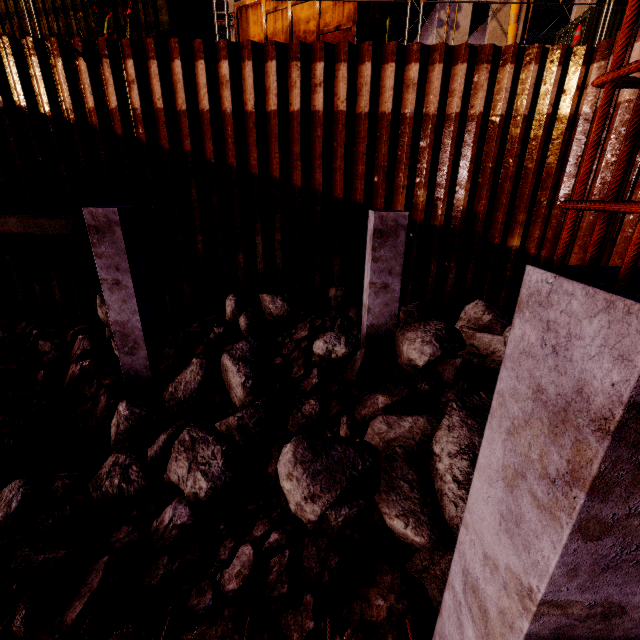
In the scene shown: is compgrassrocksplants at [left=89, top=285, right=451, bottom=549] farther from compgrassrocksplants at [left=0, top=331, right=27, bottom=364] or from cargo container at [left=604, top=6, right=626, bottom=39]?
cargo container at [left=604, top=6, right=626, bottom=39]

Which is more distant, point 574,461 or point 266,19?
point 266,19

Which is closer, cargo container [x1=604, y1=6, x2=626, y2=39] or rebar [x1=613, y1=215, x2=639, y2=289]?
rebar [x1=613, y1=215, x2=639, y2=289]

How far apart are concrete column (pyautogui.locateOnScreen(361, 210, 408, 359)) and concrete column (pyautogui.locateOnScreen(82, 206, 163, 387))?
4.35m

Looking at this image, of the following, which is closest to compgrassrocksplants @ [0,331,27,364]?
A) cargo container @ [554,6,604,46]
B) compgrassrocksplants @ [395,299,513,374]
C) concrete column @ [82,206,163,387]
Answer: concrete column @ [82,206,163,387]

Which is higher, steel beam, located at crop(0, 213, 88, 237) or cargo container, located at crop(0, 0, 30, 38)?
cargo container, located at crop(0, 0, 30, 38)

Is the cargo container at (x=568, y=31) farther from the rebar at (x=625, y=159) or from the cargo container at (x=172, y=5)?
the rebar at (x=625, y=159)

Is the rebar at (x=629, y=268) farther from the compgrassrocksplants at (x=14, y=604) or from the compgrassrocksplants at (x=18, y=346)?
the compgrassrocksplants at (x=18, y=346)
